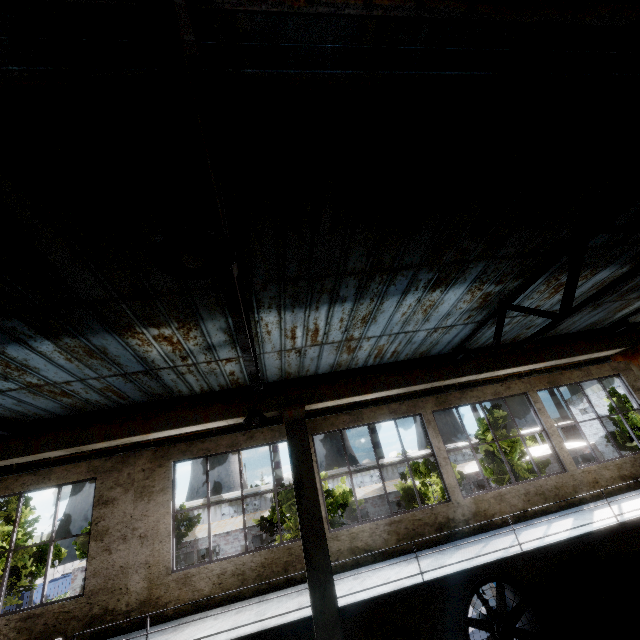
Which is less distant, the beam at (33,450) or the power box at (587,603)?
the beam at (33,450)

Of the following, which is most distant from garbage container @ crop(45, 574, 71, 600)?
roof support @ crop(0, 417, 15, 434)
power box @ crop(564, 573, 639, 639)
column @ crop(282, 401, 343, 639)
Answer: power box @ crop(564, 573, 639, 639)

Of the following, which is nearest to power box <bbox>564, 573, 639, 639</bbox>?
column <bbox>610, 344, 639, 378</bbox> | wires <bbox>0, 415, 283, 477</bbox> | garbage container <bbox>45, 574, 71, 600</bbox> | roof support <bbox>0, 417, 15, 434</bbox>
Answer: column <bbox>610, 344, 639, 378</bbox>

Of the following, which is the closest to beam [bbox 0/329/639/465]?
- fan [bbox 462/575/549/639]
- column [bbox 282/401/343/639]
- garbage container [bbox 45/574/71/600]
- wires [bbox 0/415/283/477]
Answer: column [bbox 282/401/343/639]

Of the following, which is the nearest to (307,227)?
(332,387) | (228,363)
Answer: (332,387)

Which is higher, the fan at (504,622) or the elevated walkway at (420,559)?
the elevated walkway at (420,559)

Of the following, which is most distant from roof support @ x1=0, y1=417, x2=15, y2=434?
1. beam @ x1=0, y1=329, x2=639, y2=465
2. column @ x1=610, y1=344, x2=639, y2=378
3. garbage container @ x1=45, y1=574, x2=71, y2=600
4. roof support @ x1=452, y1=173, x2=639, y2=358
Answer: garbage container @ x1=45, y1=574, x2=71, y2=600

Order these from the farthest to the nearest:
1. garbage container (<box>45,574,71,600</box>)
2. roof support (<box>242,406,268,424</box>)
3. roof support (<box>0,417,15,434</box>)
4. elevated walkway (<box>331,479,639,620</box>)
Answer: garbage container (<box>45,574,71,600</box>) → roof support (<box>0,417,15,434</box>) → elevated walkway (<box>331,479,639,620</box>) → roof support (<box>242,406,268,424</box>)
